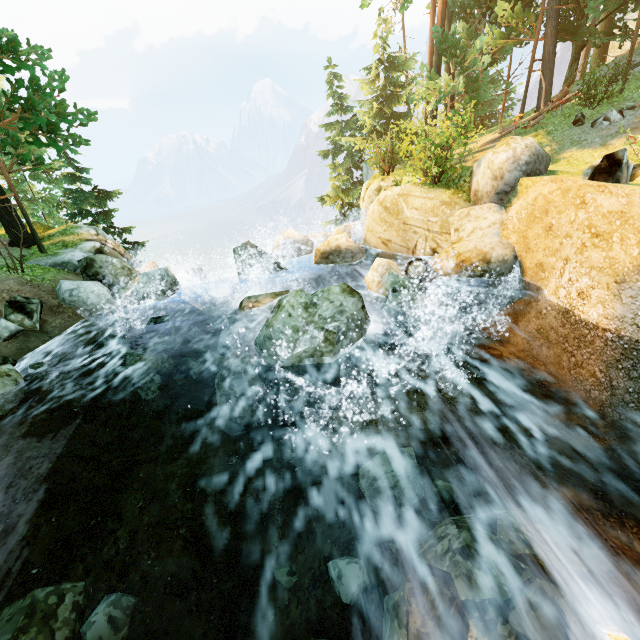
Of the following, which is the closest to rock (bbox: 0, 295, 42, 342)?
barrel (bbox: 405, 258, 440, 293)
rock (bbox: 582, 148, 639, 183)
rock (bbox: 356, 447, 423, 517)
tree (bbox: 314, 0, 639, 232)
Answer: tree (bbox: 314, 0, 639, 232)

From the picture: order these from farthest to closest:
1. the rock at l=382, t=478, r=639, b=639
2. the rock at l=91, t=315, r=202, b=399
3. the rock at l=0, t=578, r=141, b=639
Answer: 1. the rock at l=91, t=315, r=202, b=399
2. the rock at l=0, t=578, r=141, b=639
3. the rock at l=382, t=478, r=639, b=639

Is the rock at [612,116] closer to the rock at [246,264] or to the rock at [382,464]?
the rock at [246,264]

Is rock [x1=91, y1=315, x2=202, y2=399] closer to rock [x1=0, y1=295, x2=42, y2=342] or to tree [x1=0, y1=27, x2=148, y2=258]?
rock [x1=0, y1=295, x2=42, y2=342]

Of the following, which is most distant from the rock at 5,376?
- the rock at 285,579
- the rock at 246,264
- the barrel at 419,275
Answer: the barrel at 419,275

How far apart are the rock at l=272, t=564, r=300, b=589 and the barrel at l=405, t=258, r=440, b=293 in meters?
6.5

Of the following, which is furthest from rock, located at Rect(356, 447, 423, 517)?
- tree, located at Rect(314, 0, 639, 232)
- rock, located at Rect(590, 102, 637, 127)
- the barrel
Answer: rock, located at Rect(590, 102, 637, 127)

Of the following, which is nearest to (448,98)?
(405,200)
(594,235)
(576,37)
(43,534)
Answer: (576,37)
